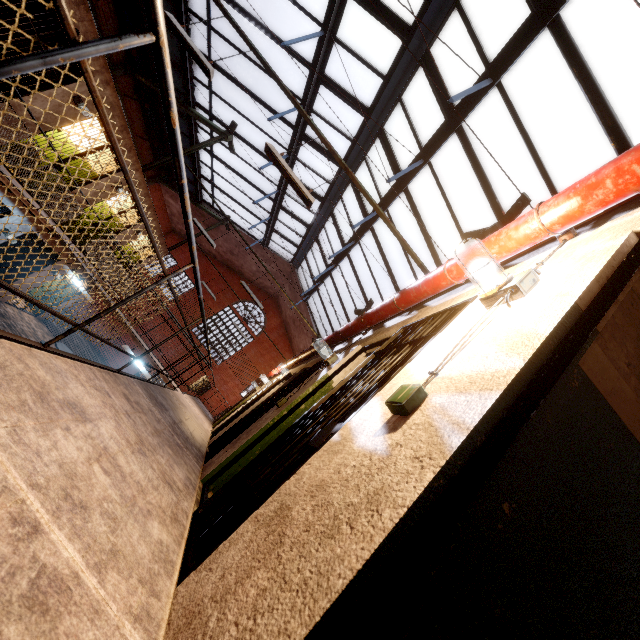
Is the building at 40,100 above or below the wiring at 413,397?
above

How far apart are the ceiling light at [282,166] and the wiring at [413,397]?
3.82m

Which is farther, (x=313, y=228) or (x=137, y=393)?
(x=313, y=228)

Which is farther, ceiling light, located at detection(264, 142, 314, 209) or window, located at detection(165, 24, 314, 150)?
window, located at detection(165, 24, 314, 150)

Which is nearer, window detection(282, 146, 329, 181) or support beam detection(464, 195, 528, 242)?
support beam detection(464, 195, 528, 242)

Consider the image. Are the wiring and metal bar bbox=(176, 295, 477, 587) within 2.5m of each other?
yes

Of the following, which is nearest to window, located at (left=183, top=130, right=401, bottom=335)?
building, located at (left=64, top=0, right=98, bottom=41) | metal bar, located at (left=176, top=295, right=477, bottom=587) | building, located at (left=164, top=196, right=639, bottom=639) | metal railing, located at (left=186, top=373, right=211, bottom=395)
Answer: building, located at (left=164, top=196, right=639, bottom=639)

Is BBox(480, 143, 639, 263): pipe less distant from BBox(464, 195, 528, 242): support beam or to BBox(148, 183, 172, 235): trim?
BBox(464, 195, 528, 242): support beam
